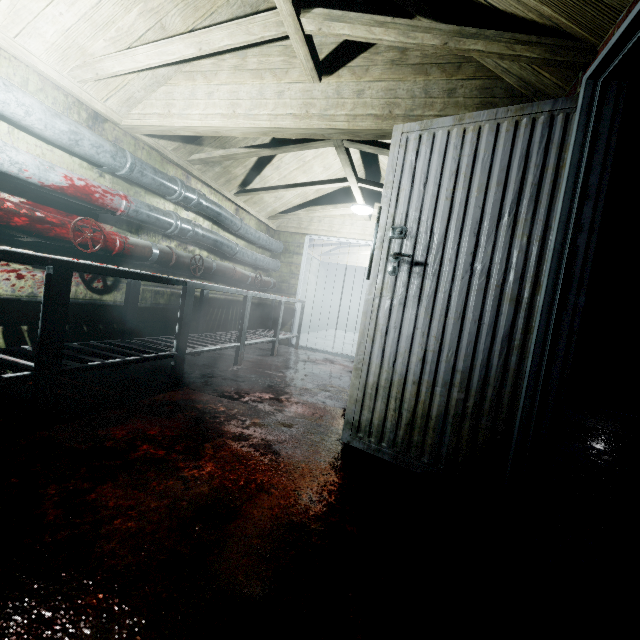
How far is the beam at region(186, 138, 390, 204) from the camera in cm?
289

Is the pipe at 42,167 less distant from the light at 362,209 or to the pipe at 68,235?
the pipe at 68,235

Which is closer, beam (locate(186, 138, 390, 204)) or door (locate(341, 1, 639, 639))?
door (locate(341, 1, 639, 639))

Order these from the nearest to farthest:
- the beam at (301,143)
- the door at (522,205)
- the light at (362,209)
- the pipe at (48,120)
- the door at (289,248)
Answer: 1. the door at (522,205)
2. the pipe at (48,120)
3. the beam at (301,143)
4. the light at (362,209)
5. the door at (289,248)

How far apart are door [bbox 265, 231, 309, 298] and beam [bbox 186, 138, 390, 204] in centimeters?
132cm

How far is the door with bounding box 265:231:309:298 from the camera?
5.6 meters

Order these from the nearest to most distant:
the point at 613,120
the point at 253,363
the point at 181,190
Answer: the point at 613,120, the point at 181,190, the point at 253,363

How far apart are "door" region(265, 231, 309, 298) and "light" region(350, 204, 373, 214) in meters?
1.1 m
